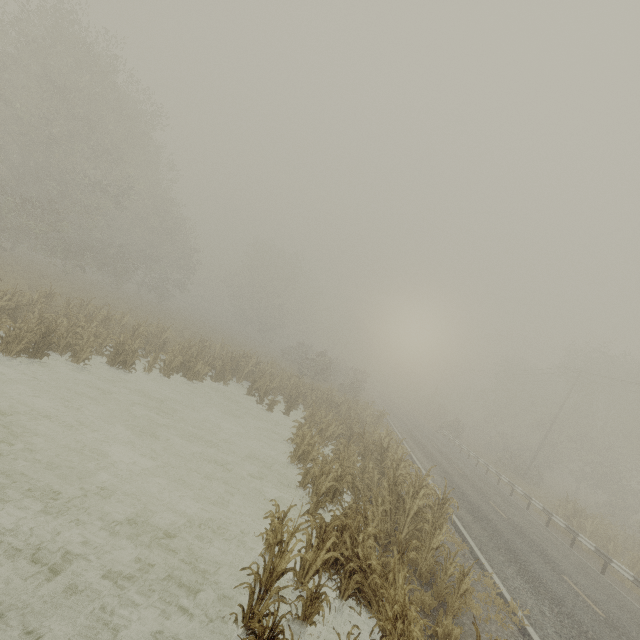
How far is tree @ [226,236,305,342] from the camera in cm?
5394

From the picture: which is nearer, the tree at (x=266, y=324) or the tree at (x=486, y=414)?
the tree at (x=486, y=414)

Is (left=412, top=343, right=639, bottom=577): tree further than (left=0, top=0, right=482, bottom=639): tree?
Yes

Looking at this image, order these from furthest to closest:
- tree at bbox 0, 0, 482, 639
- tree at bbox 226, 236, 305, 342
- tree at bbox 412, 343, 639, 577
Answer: tree at bbox 226, 236, 305, 342 → tree at bbox 412, 343, 639, 577 → tree at bbox 0, 0, 482, 639

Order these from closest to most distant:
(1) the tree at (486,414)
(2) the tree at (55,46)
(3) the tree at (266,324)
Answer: (2) the tree at (55,46)
(1) the tree at (486,414)
(3) the tree at (266,324)

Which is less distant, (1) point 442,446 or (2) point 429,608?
(2) point 429,608

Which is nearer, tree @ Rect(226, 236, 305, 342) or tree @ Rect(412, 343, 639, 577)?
tree @ Rect(412, 343, 639, 577)
